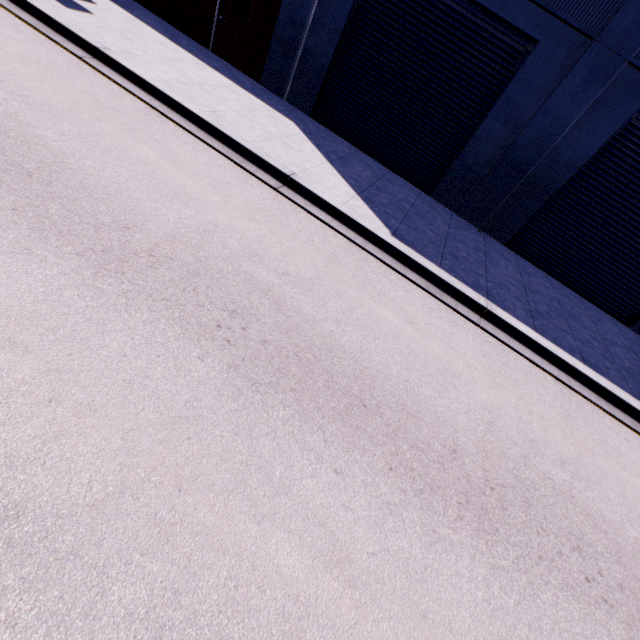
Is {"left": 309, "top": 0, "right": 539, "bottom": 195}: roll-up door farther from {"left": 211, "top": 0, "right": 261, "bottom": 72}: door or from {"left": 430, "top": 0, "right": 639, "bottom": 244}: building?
{"left": 211, "top": 0, "right": 261, "bottom": 72}: door

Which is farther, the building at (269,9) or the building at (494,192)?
the building at (269,9)

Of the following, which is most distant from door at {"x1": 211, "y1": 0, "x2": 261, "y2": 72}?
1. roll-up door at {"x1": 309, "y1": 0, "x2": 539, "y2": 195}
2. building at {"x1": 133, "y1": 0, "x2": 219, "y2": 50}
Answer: roll-up door at {"x1": 309, "y1": 0, "x2": 539, "y2": 195}

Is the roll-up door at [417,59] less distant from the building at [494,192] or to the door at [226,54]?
the building at [494,192]

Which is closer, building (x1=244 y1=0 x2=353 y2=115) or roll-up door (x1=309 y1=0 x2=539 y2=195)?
roll-up door (x1=309 y1=0 x2=539 y2=195)

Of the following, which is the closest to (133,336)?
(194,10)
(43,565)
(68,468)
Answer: (68,468)
